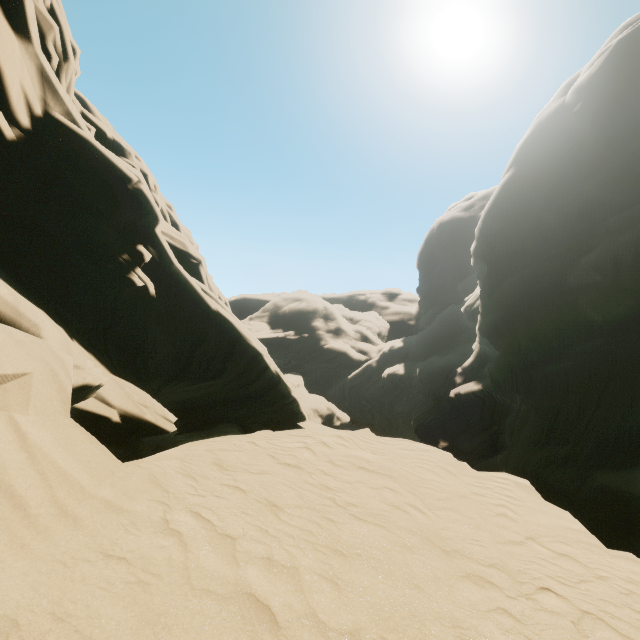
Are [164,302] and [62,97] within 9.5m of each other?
yes
